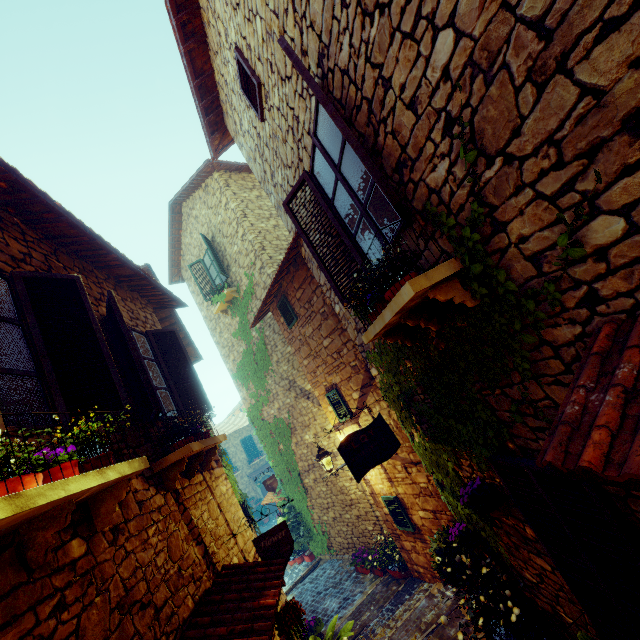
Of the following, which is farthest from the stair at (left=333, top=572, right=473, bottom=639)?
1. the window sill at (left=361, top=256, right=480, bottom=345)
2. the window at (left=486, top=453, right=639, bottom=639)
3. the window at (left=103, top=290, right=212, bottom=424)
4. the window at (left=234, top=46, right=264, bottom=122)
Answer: the window at (left=234, top=46, right=264, bottom=122)

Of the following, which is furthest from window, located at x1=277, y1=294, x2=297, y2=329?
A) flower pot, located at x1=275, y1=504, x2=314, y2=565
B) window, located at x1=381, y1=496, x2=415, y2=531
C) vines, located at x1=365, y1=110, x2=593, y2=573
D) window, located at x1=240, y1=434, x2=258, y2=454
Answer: window, located at x1=240, y1=434, x2=258, y2=454

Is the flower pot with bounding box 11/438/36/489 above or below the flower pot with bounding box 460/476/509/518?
above

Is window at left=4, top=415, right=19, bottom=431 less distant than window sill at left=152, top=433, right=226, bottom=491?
Yes

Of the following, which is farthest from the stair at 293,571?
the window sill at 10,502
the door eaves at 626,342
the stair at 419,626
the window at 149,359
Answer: the door eaves at 626,342

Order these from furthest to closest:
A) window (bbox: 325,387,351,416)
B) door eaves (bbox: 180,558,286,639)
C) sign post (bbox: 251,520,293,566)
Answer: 1. window (bbox: 325,387,351,416)
2. sign post (bbox: 251,520,293,566)
3. door eaves (bbox: 180,558,286,639)

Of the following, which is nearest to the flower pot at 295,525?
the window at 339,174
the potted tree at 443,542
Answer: the potted tree at 443,542

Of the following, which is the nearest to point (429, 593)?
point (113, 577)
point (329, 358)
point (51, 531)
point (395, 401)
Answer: point (395, 401)
